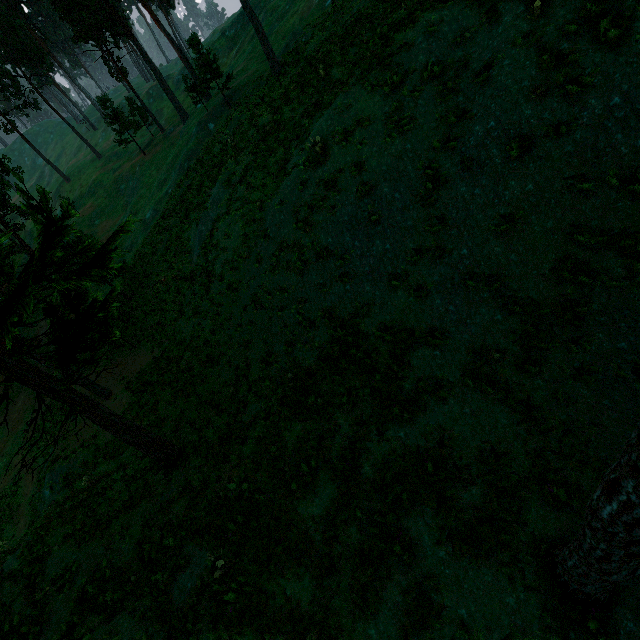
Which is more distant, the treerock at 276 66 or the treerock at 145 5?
the treerock at 145 5

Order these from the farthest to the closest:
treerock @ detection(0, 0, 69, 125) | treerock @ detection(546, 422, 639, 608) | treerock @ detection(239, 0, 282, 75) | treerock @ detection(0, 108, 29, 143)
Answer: treerock @ detection(0, 108, 29, 143)
treerock @ detection(0, 0, 69, 125)
treerock @ detection(239, 0, 282, 75)
treerock @ detection(546, 422, 639, 608)

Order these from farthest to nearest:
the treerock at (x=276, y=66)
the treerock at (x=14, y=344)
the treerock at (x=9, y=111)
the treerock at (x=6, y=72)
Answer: the treerock at (x=9, y=111) → the treerock at (x=6, y=72) → the treerock at (x=276, y=66) → the treerock at (x=14, y=344)

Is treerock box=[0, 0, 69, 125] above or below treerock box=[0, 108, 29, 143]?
above

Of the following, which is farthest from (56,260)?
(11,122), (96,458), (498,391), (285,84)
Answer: (11,122)

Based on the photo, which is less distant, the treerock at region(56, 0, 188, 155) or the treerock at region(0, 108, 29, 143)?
the treerock at region(56, 0, 188, 155)
